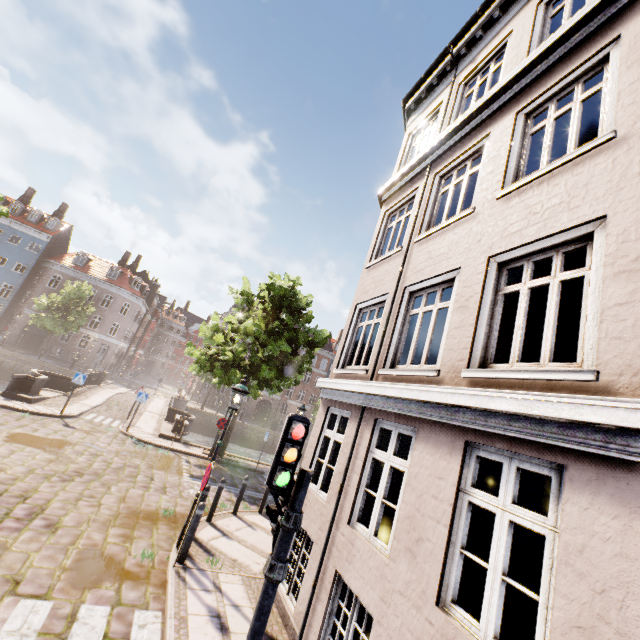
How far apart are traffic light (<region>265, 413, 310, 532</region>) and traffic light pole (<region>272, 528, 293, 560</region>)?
0.05m

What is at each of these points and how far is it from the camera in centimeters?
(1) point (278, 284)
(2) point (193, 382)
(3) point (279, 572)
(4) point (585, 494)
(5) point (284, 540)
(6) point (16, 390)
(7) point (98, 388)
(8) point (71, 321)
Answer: (1) tree, 1730cm
(2) building, 5628cm
(3) pedestrian light, 309cm
(4) building, 273cm
(5) traffic light pole, 319cm
(6) bridge, 1530cm
(7) bridge, 2427cm
(8) tree, 3244cm

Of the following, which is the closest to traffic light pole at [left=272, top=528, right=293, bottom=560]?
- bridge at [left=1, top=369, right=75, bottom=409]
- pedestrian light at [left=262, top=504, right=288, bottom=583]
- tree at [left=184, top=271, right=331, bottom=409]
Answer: pedestrian light at [left=262, top=504, right=288, bottom=583]

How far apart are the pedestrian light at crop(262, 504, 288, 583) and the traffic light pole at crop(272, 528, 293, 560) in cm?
2

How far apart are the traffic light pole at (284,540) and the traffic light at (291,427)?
0.0m

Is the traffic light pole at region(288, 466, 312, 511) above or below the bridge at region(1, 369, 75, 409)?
above

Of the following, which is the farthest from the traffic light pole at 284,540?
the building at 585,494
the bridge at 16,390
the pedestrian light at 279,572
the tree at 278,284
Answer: the building at 585,494

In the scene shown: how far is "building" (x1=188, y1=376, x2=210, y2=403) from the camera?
46.0m
